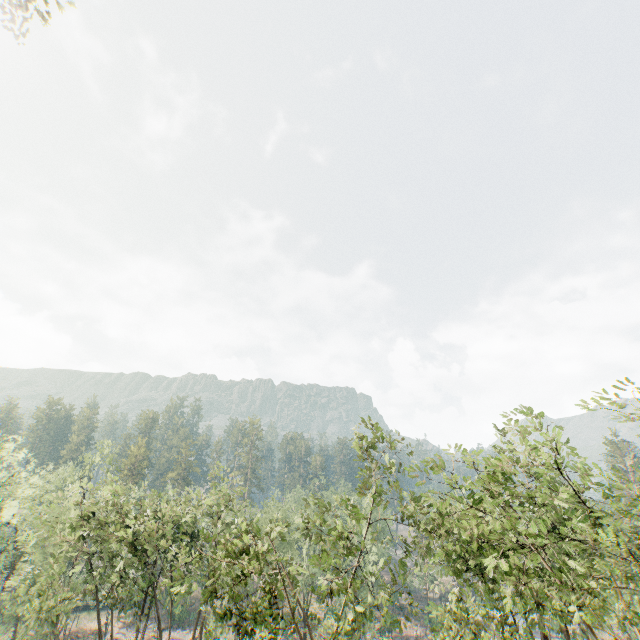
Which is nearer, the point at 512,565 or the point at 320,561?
the point at 320,561
